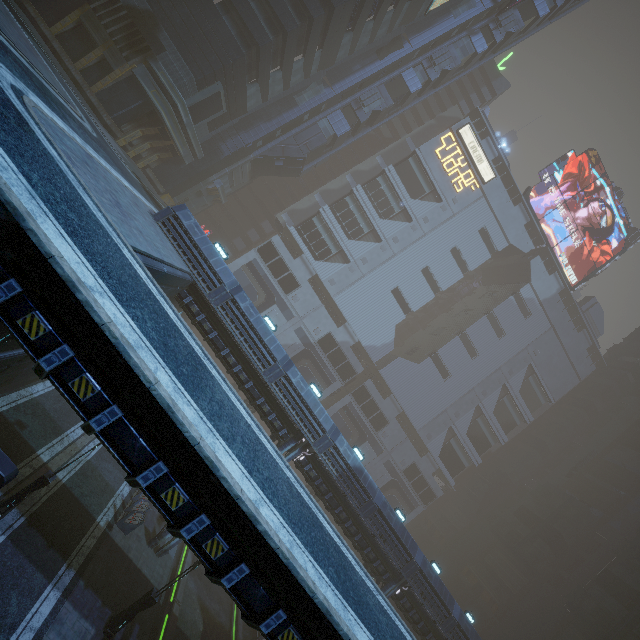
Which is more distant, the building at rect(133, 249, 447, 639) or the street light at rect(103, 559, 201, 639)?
the building at rect(133, 249, 447, 639)

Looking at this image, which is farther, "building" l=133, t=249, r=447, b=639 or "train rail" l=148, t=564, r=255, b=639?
"building" l=133, t=249, r=447, b=639

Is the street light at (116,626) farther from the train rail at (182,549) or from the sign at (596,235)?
the sign at (596,235)

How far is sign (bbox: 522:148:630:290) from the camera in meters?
54.1

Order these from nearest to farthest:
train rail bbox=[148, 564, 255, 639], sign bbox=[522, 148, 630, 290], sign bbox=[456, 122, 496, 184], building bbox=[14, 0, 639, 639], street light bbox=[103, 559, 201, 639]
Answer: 1. street light bbox=[103, 559, 201, 639]
2. train rail bbox=[148, 564, 255, 639]
3. building bbox=[14, 0, 639, 639]
4. sign bbox=[456, 122, 496, 184]
5. sign bbox=[522, 148, 630, 290]

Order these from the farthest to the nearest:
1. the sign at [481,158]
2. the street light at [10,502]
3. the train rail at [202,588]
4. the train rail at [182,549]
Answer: the sign at [481,158], the train rail at [182,549], the train rail at [202,588], the street light at [10,502]

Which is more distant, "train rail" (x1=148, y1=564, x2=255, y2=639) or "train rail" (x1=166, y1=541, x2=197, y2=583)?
"train rail" (x1=166, y1=541, x2=197, y2=583)

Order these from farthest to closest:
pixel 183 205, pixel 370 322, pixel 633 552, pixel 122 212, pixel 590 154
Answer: pixel 590 154 → pixel 370 322 → pixel 633 552 → pixel 183 205 → pixel 122 212
